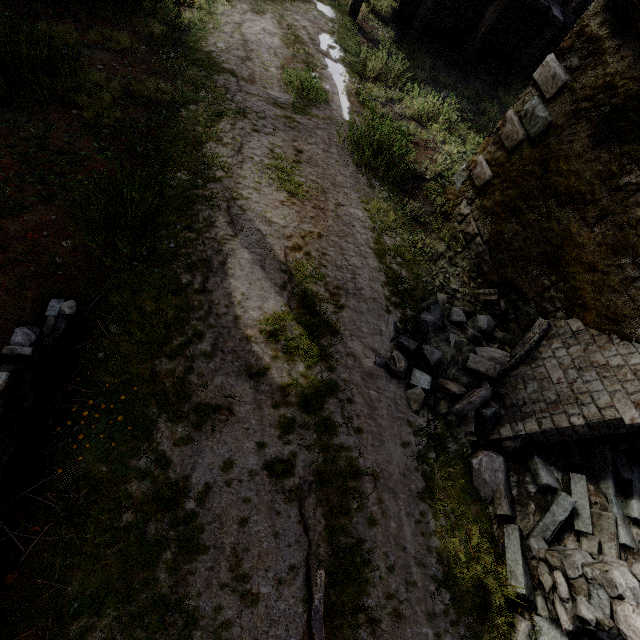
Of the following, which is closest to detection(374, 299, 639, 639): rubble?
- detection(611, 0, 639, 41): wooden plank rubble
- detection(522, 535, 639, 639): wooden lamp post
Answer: detection(522, 535, 639, 639): wooden lamp post

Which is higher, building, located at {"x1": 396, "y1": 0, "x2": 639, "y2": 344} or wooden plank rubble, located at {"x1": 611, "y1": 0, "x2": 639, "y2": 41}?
wooden plank rubble, located at {"x1": 611, "y1": 0, "x2": 639, "y2": 41}

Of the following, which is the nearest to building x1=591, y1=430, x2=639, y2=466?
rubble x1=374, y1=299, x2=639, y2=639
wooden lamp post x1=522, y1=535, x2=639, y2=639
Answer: rubble x1=374, y1=299, x2=639, y2=639

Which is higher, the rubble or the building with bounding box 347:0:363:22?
the rubble

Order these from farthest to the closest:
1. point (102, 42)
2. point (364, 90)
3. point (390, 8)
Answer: point (390, 8), point (364, 90), point (102, 42)

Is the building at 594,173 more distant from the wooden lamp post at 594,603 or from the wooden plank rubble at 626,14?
the wooden lamp post at 594,603

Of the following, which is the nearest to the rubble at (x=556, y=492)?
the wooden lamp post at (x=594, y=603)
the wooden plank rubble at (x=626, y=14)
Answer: the wooden lamp post at (x=594, y=603)

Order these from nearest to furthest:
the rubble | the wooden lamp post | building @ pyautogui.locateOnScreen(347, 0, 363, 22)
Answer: the wooden lamp post → the rubble → building @ pyautogui.locateOnScreen(347, 0, 363, 22)
